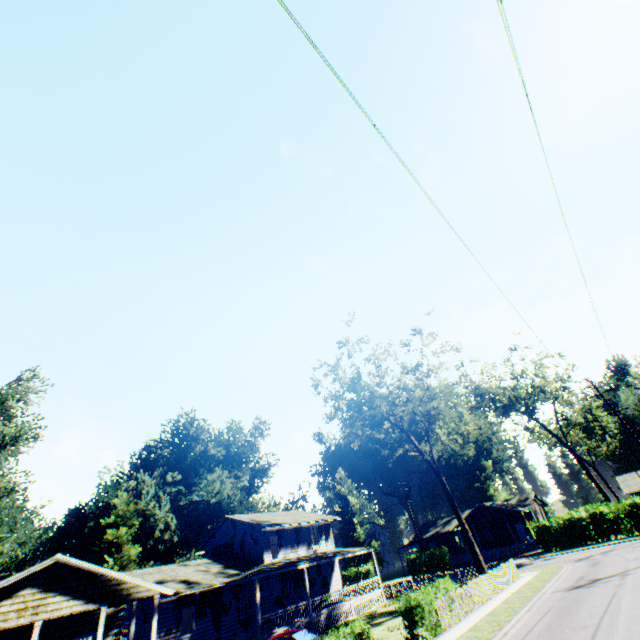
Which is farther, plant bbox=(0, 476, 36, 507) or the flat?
plant bbox=(0, 476, 36, 507)

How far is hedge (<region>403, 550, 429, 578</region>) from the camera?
45.1 meters

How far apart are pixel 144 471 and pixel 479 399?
56.92m

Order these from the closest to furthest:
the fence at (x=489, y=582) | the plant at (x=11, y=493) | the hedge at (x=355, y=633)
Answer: the hedge at (x=355, y=633) < the fence at (x=489, y=582) < the plant at (x=11, y=493)

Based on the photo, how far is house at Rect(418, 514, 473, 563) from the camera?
51.71m

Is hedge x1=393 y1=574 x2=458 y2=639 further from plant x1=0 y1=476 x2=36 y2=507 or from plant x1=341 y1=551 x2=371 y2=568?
plant x1=341 y1=551 x2=371 y2=568

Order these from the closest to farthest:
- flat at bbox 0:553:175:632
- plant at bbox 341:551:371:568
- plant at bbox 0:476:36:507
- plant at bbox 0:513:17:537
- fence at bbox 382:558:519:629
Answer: flat at bbox 0:553:175:632, fence at bbox 382:558:519:629, plant at bbox 0:476:36:507, plant at bbox 341:551:371:568, plant at bbox 0:513:17:537

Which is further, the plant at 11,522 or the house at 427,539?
the plant at 11,522
